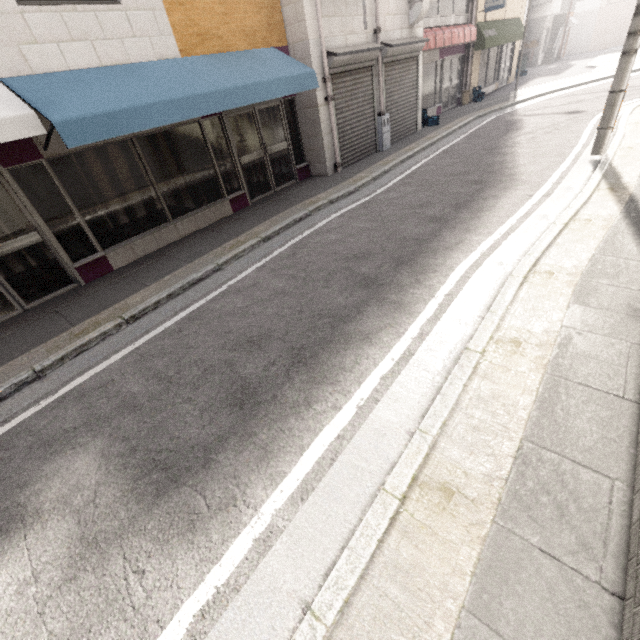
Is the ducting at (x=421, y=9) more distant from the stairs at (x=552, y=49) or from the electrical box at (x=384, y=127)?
the stairs at (x=552, y=49)

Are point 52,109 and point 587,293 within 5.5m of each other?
no

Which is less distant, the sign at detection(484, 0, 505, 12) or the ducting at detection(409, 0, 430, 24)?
the ducting at detection(409, 0, 430, 24)

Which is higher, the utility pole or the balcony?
the balcony

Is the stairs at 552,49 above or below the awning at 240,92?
below

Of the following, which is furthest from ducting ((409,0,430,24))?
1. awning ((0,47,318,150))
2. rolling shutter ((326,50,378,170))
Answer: awning ((0,47,318,150))

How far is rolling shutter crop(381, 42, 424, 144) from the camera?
9.8 meters

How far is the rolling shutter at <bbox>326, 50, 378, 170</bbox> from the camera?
8.3m
